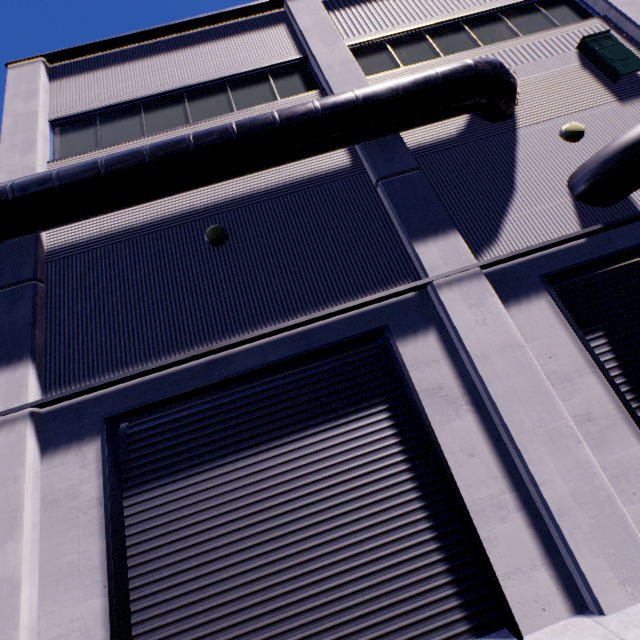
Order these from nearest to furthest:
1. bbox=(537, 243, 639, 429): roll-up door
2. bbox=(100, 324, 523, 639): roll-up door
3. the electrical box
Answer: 1. bbox=(100, 324, 523, 639): roll-up door
2. bbox=(537, 243, 639, 429): roll-up door
3. the electrical box

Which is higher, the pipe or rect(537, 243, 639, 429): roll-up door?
the pipe

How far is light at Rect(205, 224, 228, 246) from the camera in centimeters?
638cm

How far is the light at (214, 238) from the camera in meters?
6.4 m

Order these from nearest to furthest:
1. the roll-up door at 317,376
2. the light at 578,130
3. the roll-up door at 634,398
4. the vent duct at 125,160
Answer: the roll-up door at 317,376 < the roll-up door at 634,398 < the vent duct at 125,160 < the light at 578,130

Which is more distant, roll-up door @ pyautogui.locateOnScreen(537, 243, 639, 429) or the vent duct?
the vent duct

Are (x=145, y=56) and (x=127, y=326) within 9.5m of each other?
yes

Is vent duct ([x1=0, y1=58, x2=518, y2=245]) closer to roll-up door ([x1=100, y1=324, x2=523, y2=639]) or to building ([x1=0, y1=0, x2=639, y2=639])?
building ([x1=0, y1=0, x2=639, y2=639])
